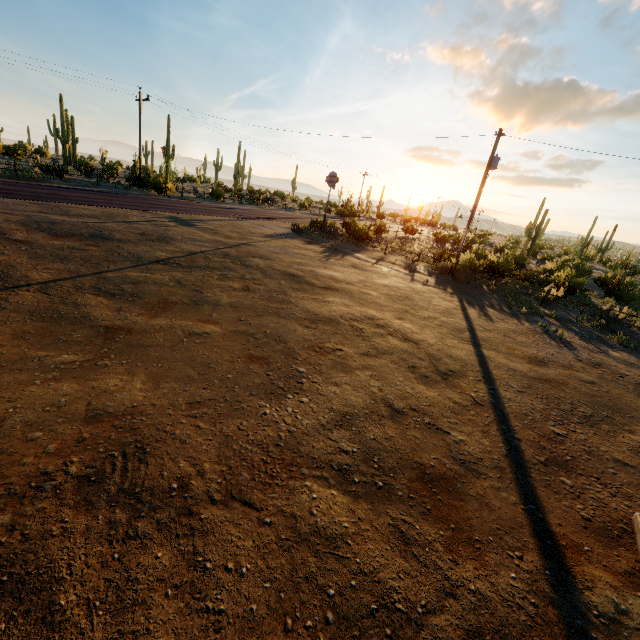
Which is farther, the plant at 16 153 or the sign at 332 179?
the plant at 16 153

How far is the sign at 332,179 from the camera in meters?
25.7 m

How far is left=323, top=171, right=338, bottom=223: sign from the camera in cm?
2566

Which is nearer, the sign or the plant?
the sign

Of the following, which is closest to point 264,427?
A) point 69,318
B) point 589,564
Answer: point 589,564
